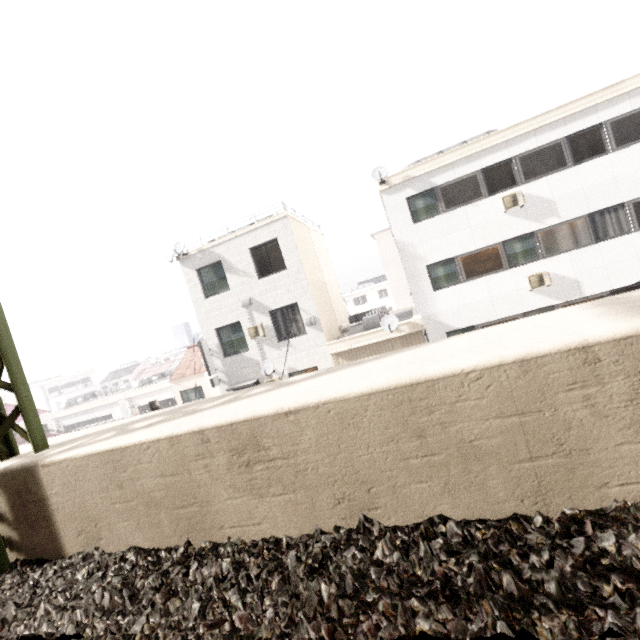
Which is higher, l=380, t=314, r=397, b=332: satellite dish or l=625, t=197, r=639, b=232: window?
l=625, t=197, r=639, b=232: window

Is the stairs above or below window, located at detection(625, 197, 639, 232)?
below

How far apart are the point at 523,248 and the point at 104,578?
14.98m

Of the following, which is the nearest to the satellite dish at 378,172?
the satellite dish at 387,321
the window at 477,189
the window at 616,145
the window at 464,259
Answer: the window at 477,189

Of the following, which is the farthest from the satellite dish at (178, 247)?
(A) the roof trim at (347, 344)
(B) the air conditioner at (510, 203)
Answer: (B) the air conditioner at (510, 203)

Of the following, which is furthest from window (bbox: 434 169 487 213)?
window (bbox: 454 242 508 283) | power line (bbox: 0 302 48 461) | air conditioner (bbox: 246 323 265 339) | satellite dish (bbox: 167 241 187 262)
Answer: power line (bbox: 0 302 48 461)

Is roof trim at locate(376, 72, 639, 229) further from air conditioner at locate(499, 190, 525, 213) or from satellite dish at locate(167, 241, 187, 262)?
satellite dish at locate(167, 241, 187, 262)

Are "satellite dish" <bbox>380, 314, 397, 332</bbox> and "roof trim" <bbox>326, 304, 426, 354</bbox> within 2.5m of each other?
yes
